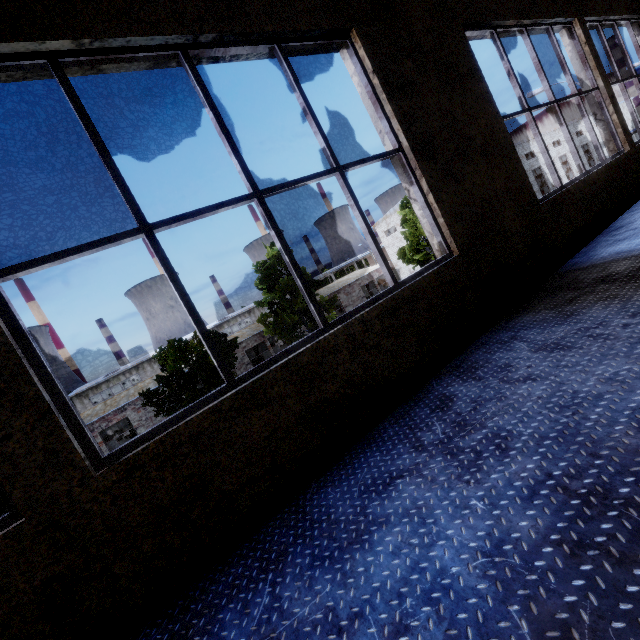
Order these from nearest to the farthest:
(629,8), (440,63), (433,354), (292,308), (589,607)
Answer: (589,607) → (433,354) → (440,63) → (629,8) → (292,308)
